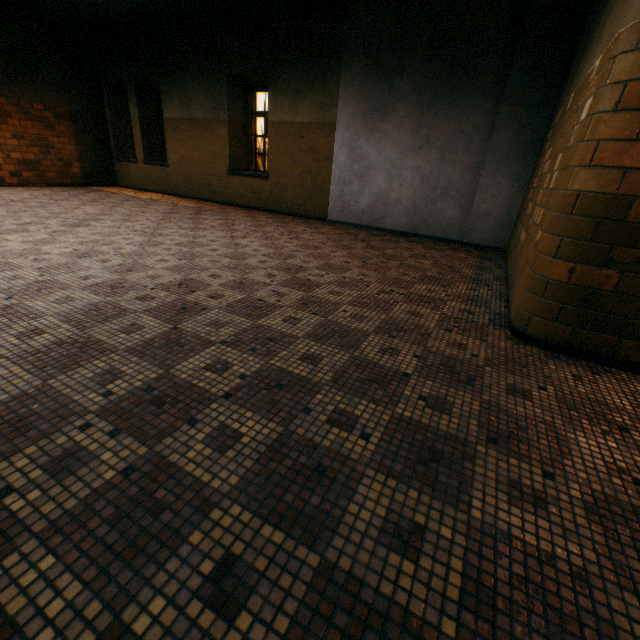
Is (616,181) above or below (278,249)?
above
